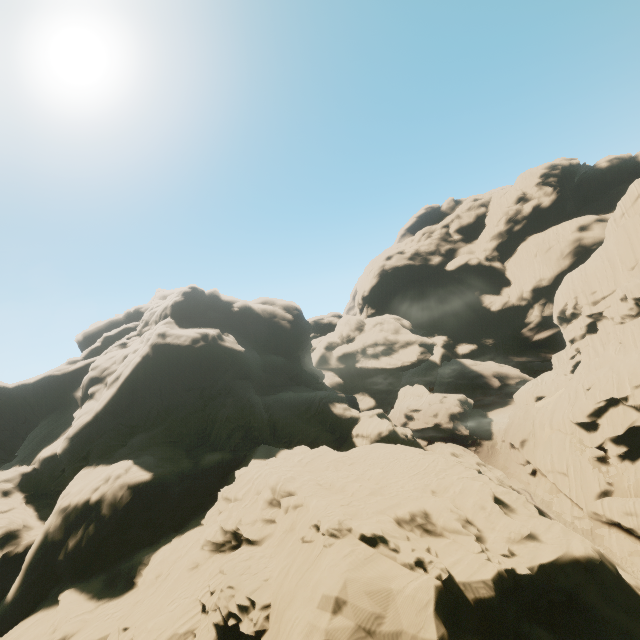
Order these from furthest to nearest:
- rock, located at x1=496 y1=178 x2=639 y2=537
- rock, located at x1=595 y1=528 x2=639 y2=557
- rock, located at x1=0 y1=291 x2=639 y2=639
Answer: rock, located at x1=496 y1=178 x2=639 y2=537 → rock, located at x1=595 y1=528 x2=639 y2=557 → rock, located at x1=0 y1=291 x2=639 y2=639

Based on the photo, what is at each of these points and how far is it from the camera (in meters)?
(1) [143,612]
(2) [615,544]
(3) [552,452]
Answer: (1) rock, 20.89
(2) rock, 31.97
(3) rock, 41.88

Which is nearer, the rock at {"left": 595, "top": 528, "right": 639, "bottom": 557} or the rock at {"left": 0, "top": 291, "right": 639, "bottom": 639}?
the rock at {"left": 0, "top": 291, "right": 639, "bottom": 639}

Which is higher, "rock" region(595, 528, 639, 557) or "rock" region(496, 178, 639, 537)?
"rock" region(496, 178, 639, 537)

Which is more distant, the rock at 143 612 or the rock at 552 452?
the rock at 552 452

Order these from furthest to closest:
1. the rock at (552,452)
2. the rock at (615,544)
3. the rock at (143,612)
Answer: the rock at (552,452), the rock at (615,544), the rock at (143,612)
